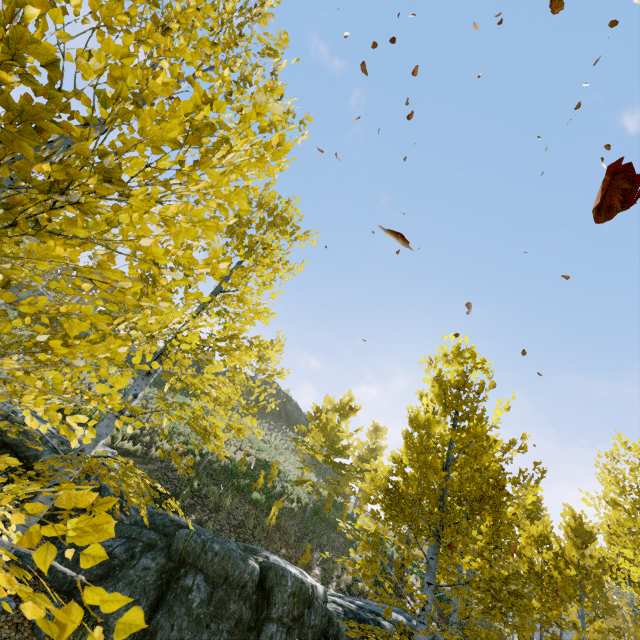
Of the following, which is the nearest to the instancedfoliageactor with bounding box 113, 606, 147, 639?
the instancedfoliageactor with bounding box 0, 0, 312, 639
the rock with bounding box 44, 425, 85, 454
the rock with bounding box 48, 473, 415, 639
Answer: the instancedfoliageactor with bounding box 0, 0, 312, 639

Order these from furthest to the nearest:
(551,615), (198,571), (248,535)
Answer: (551,615) → (248,535) → (198,571)

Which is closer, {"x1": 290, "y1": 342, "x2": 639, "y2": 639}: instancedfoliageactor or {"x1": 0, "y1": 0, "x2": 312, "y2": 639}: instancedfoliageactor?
{"x1": 0, "y1": 0, "x2": 312, "y2": 639}: instancedfoliageactor

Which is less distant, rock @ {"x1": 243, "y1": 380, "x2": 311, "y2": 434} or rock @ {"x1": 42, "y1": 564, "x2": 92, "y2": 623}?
rock @ {"x1": 42, "y1": 564, "x2": 92, "y2": 623}

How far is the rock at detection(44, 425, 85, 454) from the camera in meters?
7.9

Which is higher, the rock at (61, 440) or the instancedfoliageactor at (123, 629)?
the rock at (61, 440)

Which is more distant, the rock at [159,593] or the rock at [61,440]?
the rock at [61,440]

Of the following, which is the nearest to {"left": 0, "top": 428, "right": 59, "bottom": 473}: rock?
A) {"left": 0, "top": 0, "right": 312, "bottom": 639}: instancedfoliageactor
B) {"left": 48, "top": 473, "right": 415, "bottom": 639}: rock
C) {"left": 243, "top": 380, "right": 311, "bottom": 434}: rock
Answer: {"left": 48, "top": 473, "right": 415, "bottom": 639}: rock
